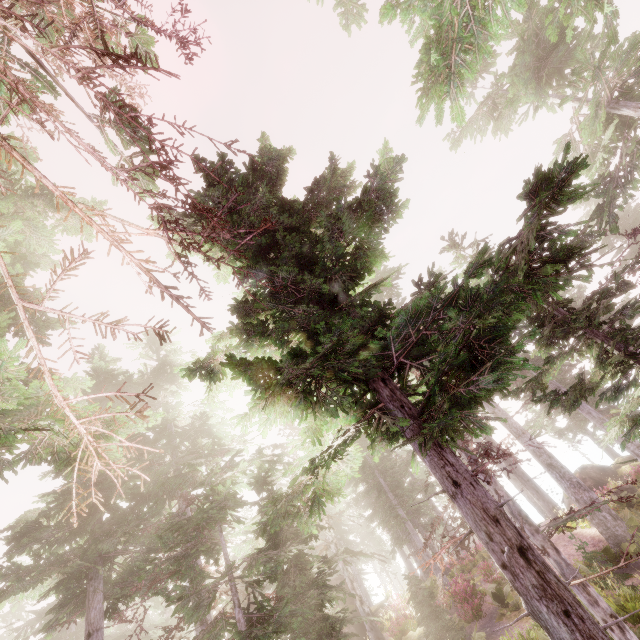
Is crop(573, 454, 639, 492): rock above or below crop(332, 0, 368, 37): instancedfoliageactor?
below

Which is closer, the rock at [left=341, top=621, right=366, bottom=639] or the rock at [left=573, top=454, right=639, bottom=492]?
the rock at [left=341, top=621, right=366, bottom=639]

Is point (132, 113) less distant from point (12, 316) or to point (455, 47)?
point (455, 47)

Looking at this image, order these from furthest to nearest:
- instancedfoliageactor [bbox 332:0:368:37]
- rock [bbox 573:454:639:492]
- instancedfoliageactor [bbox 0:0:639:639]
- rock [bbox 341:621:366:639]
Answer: rock [bbox 573:454:639:492] → rock [bbox 341:621:366:639] → instancedfoliageactor [bbox 332:0:368:37] → instancedfoliageactor [bbox 0:0:639:639]

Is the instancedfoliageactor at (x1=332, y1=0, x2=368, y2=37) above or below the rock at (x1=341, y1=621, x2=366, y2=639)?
above

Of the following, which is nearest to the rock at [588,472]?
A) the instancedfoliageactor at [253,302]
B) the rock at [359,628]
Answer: the instancedfoliageactor at [253,302]

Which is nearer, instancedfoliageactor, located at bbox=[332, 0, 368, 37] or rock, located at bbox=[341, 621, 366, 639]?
instancedfoliageactor, located at bbox=[332, 0, 368, 37]
